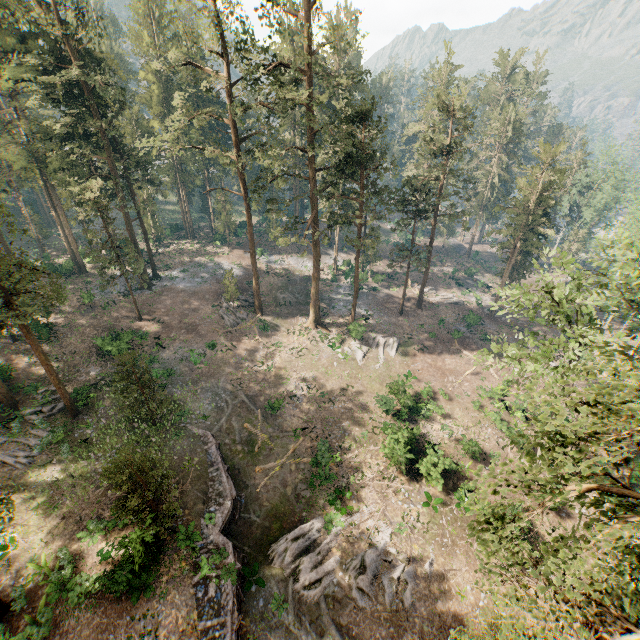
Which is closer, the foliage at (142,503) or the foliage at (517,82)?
the foliage at (142,503)

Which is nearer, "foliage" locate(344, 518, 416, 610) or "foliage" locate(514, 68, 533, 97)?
"foliage" locate(344, 518, 416, 610)

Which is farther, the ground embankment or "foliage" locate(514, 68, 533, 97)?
"foliage" locate(514, 68, 533, 97)

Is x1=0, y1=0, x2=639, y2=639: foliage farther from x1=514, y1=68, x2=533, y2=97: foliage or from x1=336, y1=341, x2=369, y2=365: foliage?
x1=514, y1=68, x2=533, y2=97: foliage

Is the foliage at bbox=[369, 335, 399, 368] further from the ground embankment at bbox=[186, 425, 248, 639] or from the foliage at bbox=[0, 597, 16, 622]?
the ground embankment at bbox=[186, 425, 248, 639]

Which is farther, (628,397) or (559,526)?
(559,526)

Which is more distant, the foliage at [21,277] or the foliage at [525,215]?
the foliage at [21,277]
